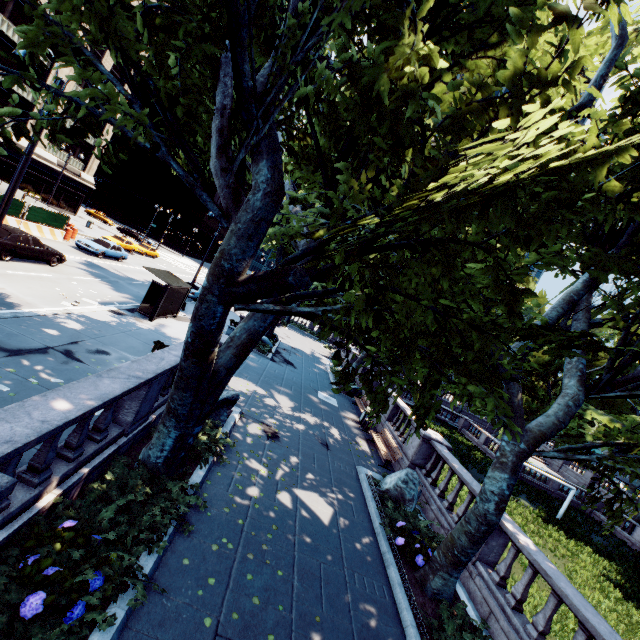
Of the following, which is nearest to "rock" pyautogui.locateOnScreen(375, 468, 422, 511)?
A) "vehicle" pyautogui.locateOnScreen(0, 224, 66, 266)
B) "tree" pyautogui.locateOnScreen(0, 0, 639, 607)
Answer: "tree" pyautogui.locateOnScreen(0, 0, 639, 607)

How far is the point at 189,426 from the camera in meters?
6.8

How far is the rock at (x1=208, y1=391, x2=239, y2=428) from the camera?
10.1 meters

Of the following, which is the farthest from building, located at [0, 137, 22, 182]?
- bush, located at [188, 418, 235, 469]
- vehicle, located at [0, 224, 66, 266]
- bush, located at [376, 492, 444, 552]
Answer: bush, located at [376, 492, 444, 552]

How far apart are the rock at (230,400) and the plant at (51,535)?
4.99m

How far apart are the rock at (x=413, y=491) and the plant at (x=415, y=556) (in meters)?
1.51

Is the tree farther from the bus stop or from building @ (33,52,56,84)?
building @ (33,52,56,84)

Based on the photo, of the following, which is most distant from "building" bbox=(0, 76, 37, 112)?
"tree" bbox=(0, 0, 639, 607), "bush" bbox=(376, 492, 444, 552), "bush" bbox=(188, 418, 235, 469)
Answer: "bush" bbox=(376, 492, 444, 552)
